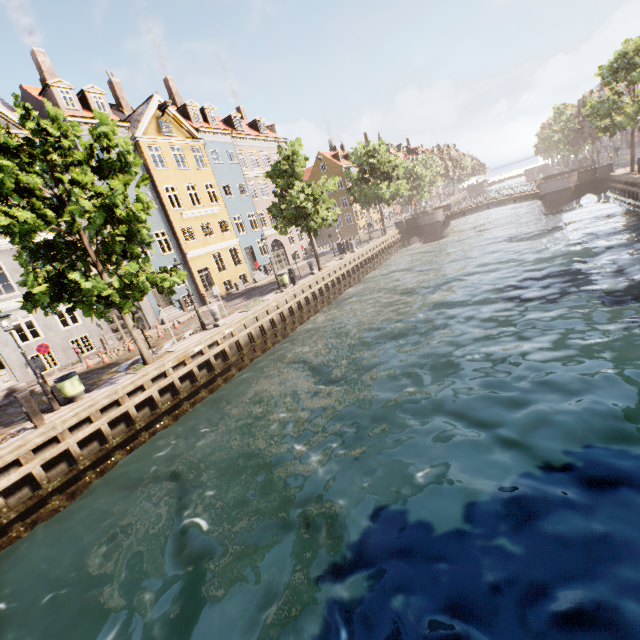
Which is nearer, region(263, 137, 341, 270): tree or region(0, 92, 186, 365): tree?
region(0, 92, 186, 365): tree

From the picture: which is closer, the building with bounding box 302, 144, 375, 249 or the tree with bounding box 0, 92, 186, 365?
the tree with bounding box 0, 92, 186, 365

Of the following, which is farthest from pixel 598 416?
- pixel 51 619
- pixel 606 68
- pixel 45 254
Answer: pixel 606 68

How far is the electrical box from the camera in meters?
10.0 m

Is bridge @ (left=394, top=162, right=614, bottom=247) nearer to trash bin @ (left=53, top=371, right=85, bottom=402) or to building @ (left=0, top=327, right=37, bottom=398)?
building @ (left=0, top=327, right=37, bottom=398)

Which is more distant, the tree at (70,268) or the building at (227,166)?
the building at (227,166)

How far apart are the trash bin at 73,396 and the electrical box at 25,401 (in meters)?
1.16

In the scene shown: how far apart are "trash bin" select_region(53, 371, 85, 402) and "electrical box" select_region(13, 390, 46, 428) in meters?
1.2 m
